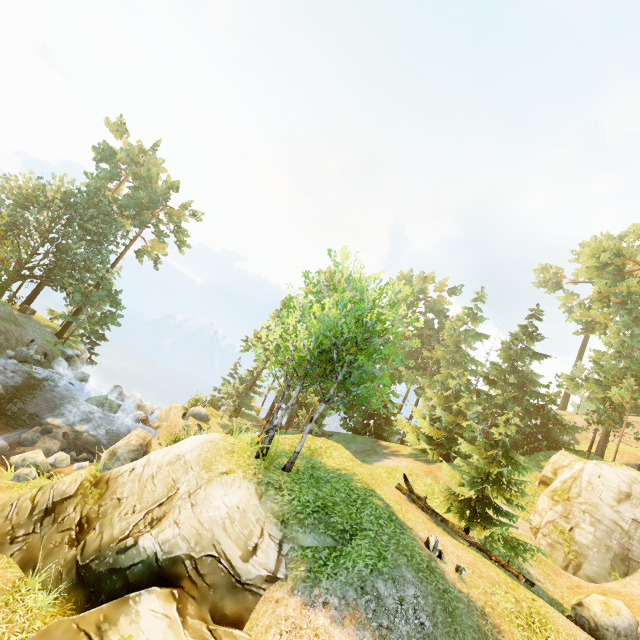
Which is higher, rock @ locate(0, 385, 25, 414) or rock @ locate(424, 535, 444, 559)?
rock @ locate(424, 535, 444, 559)

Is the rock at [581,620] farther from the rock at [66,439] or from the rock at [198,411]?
the rock at [198,411]

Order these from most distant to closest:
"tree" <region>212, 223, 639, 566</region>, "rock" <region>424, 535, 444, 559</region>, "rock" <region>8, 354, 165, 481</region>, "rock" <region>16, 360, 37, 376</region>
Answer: "rock" <region>16, 360, 37, 376</region>
"rock" <region>8, 354, 165, 481</region>
"tree" <region>212, 223, 639, 566</region>
"rock" <region>424, 535, 444, 559</region>

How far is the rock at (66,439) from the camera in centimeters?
1444cm

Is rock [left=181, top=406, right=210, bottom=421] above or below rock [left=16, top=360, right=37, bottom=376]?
above

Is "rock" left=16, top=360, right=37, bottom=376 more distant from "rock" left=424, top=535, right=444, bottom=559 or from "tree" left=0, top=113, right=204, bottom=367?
"rock" left=424, top=535, right=444, bottom=559

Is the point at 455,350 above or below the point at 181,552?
above

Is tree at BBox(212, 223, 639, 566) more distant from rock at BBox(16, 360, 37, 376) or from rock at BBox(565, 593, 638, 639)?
rock at BBox(16, 360, 37, 376)
